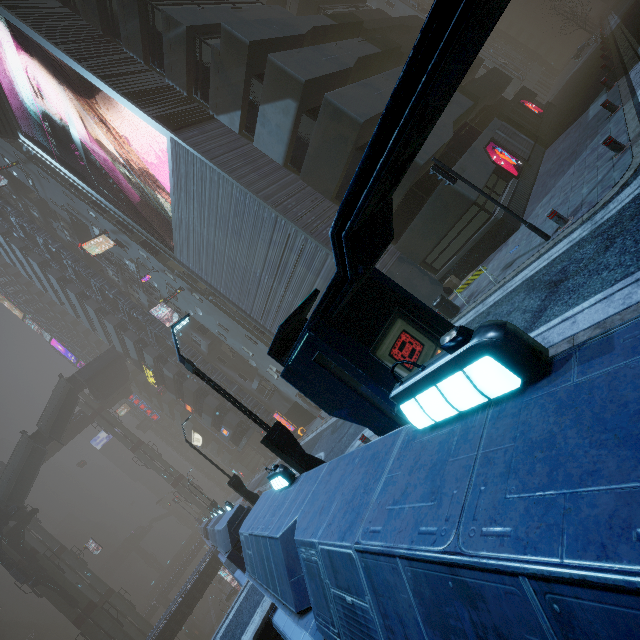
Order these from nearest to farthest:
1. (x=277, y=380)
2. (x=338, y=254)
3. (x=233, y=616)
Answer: (x=338, y=254), (x=233, y=616), (x=277, y=380)

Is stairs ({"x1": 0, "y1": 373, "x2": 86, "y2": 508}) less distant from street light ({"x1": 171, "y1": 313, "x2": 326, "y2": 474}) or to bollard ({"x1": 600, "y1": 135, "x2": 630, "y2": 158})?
street light ({"x1": 171, "y1": 313, "x2": 326, "y2": 474})

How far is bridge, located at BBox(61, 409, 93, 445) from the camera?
53.7m

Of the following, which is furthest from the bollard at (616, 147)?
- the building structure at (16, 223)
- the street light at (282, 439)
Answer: the building structure at (16, 223)

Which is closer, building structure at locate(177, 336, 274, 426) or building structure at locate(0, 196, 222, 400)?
building structure at locate(177, 336, 274, 426)

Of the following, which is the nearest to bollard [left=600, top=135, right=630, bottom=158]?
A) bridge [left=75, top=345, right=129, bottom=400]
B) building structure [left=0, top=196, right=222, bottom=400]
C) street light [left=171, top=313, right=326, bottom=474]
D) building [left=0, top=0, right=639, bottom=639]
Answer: building [left=0, top=0, right=639, bottom=639]

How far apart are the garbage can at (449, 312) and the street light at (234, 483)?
12.7m

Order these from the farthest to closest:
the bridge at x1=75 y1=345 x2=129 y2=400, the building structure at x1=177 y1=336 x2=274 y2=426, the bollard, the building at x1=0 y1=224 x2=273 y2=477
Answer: the bridge at x1=75 y1=345 x2=129 y2=400 → the building at x1=0 y1=224 x2=273 y2=477 → the building structure at x1=177 y1=336 x2=274 y2=426 → the bollard
